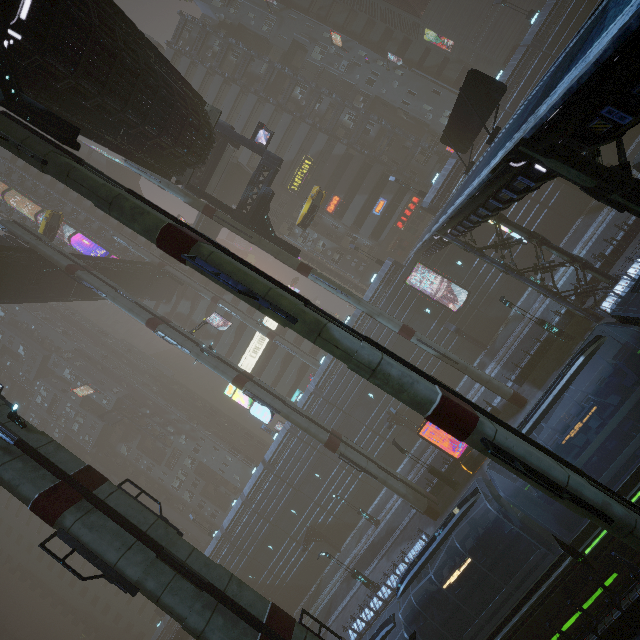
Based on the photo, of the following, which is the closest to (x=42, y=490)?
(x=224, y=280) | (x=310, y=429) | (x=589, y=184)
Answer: (x=224, y=280)

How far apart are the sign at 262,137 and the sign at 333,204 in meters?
20.2 m

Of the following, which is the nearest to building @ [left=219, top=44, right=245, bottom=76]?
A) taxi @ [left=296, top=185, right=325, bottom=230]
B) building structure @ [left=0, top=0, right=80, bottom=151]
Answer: taxi @ [left=296, top=185, right=325, bottom=230]

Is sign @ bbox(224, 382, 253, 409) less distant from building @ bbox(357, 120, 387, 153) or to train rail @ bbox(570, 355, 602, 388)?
building @ bbox(357, 120, 387, 153)

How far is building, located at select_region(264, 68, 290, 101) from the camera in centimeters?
4831cm

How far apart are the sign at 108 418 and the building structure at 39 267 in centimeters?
3247cm

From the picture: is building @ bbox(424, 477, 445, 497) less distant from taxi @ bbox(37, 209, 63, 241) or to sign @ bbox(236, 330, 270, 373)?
sign @ bbox(236, 330, 270, 373)

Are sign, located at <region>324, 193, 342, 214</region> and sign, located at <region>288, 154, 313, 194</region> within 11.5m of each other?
yes
